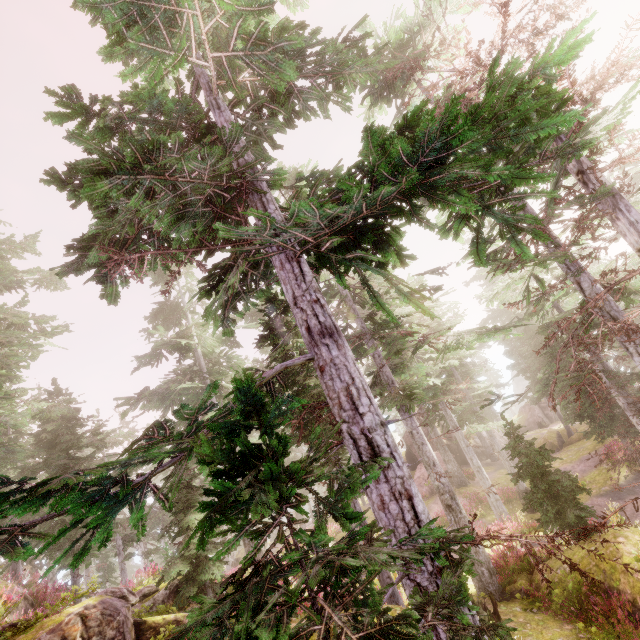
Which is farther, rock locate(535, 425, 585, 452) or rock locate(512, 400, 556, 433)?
rock locate(512, 400, 556, 433)

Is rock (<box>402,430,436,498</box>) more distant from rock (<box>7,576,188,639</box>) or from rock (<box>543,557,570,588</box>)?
rock (<box>7,576,188,639</box>)

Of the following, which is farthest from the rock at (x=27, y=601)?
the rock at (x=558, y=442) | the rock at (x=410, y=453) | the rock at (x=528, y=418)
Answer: the rock at (x=528, y=418)

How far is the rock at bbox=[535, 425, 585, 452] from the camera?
28.91m

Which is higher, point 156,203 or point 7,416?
point 7,416

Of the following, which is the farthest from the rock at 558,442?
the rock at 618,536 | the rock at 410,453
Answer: the rock at 618,536

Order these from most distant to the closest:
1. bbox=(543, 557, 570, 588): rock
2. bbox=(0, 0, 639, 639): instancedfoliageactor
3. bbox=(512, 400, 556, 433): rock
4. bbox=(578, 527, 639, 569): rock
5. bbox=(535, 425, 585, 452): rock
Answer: bbox=(512, 400, 556, 433): rock
bbox=(535, 425, 585, 452): rock
bbox=(543, 557, 570, 588): rock
bbox=(578, 527, 639, 569): rock
bbox=(0, 0, 639, 639): instancedfoliageactor

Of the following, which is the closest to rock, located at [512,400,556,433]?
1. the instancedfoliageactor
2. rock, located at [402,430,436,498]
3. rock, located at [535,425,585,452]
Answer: the instancedfoliageactor
